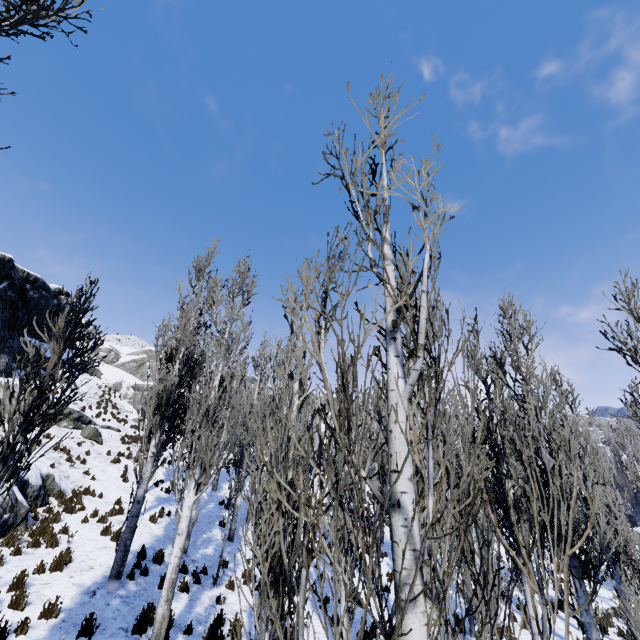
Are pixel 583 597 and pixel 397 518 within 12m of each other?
yes

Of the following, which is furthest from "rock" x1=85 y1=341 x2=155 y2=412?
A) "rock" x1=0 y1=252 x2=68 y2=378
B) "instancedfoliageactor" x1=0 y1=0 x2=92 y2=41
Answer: "instancedfoliageactor" x1=0 y1=0 x2=92 y2=41

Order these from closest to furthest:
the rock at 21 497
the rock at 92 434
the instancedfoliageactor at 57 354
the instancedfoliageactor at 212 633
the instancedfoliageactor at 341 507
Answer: the instancedfoliageactor at 341 507
the instancedfoliageactor at 57 354
the instancedfoliageactor at 212 633
the rock at 21 497
the rock at 92 434

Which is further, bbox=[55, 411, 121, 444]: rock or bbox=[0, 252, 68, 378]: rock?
bbox=[0, 252, 68, 378]: rock

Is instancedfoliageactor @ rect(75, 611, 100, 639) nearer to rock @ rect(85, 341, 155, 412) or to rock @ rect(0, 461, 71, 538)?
rock @ rect(0, 461, 71, 538)

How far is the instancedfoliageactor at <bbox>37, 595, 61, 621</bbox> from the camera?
6.8 meters

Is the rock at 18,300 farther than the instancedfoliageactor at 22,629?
Yes
